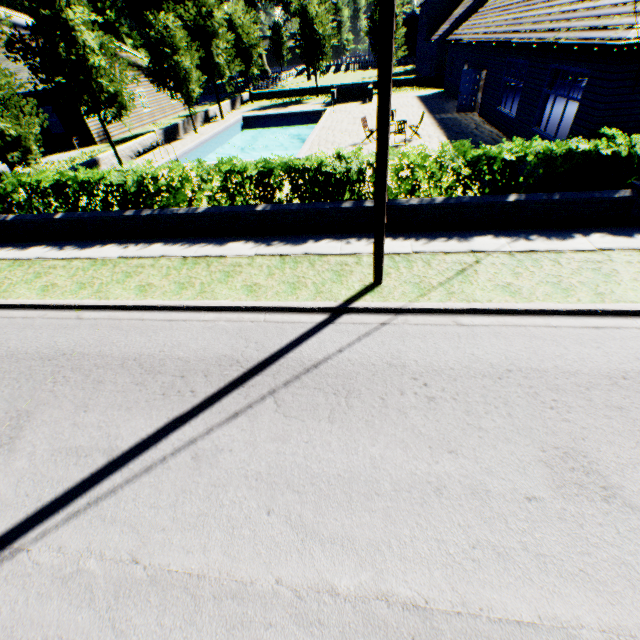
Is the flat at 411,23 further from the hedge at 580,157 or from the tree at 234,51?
the hedge at 580,157

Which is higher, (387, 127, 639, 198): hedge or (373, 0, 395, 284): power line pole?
(373, 0, 395, 284): power line pole

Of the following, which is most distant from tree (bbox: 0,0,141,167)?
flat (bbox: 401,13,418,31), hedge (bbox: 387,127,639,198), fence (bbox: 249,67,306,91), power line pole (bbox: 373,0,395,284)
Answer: power line pole (bbox: 373,0,395,284)

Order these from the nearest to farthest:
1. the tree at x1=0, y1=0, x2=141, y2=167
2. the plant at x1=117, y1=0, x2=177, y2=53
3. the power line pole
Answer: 1. the power line pole
2. the tree at x1=0, y1=0, x2=141, y2=167
3. the plant at x1=117, y1=0, x2=177, y2=53

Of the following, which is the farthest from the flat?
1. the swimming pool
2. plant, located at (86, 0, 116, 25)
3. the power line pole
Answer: the power line pole

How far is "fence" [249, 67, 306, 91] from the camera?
39.31m

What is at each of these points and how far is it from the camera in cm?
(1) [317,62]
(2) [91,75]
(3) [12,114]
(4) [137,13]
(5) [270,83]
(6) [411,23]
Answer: (1) tree, 3064
(2) tree, 1378
(3) tree, 1096
(4) plant, 4516
(5) fence, 4316
(6) flat, 5444

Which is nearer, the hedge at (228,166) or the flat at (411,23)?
the hedge at (228,166)
